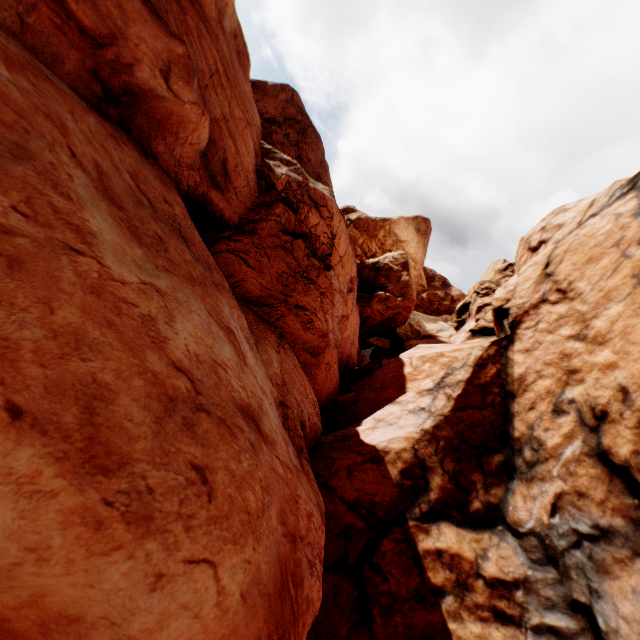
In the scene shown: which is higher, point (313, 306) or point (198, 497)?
point (313, 306)
